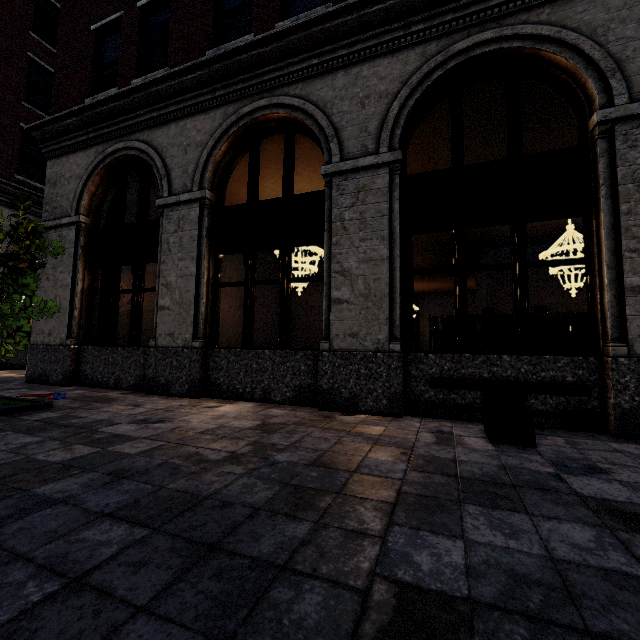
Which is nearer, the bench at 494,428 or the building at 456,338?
the bench at 494,428

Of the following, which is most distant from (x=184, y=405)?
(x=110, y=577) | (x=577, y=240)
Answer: (x=577, y=240)

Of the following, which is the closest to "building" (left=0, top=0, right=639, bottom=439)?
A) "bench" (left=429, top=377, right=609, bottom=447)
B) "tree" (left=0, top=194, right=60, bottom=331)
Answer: "bench" (left=429, top=377, right=609, bottom=447)

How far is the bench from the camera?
3.6m

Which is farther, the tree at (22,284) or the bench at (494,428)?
the tree at (22,284)

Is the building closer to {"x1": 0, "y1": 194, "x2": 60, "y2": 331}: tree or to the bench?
the bench

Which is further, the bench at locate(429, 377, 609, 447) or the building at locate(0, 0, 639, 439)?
the building at locate(0, 0, 639, 439)
